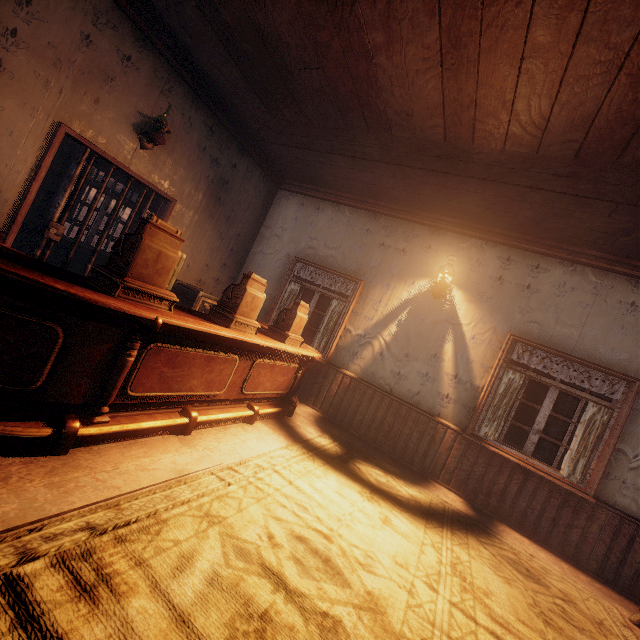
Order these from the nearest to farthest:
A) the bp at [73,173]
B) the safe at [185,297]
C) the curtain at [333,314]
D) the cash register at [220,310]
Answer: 1. the cash register at [220,310]
2. the bp at [73,173]
3. the safe at [185,297]
4. the curtain at [333,314]

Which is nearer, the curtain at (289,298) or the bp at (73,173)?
the bp at (73,173)

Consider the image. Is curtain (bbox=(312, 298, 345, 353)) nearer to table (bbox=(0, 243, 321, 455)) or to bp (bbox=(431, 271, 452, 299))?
table (bbox=(0, 243, 321, 455))

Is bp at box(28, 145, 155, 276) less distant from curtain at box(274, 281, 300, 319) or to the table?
the table

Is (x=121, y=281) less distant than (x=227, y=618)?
No

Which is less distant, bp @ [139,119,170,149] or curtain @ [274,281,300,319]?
bp @ [139,119,170,149]

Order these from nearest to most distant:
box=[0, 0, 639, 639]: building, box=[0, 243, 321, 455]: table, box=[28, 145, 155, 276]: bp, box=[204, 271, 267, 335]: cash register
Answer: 1. box=[0, 243, 321, 455]: table
2. box=[0, 0, 639, 639]: building
3. box=[204, 271, 267, 335]: cash register
4. box=[28, 145, 155, 276]: bp

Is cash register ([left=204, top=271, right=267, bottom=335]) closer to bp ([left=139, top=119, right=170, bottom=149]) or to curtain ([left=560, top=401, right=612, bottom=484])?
bp ([left=139, top=119, right=170, bottom=149])
